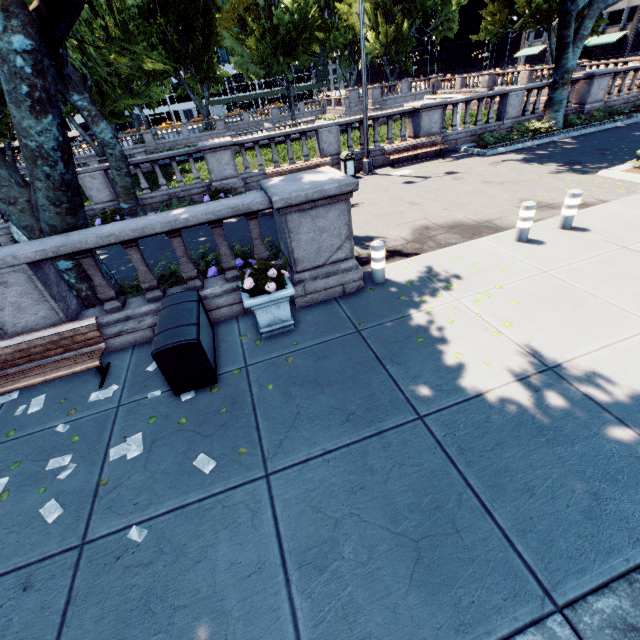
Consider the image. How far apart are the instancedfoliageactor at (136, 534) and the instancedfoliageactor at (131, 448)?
0.90m

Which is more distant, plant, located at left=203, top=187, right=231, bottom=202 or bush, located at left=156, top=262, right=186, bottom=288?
plant, located at left=203, top=187, right=231, bottom=202

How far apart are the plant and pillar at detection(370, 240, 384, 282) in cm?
836

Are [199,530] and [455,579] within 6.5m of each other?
yes

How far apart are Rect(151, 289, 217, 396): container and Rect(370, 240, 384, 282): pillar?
3.29m

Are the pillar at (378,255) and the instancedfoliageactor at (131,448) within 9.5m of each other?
yes

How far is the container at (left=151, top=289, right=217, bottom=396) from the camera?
4.3m

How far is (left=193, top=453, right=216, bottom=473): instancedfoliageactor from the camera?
3.70m
